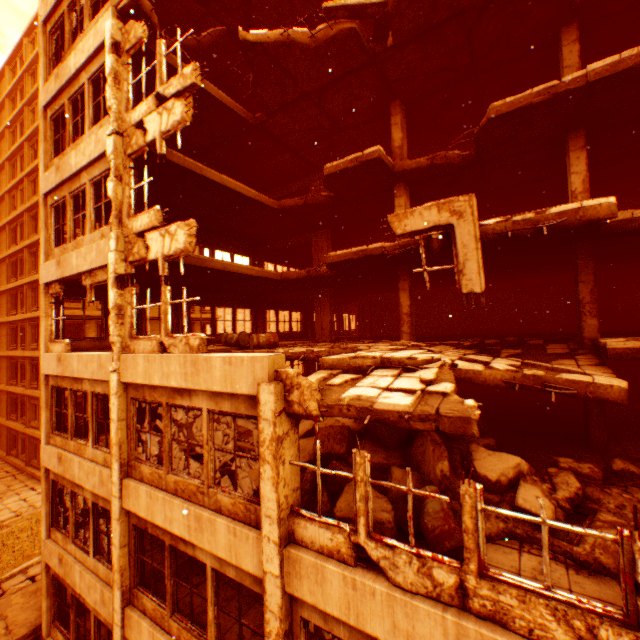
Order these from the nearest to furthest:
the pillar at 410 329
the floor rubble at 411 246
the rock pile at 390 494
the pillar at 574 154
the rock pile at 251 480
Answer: the rock pile at 390 494
the rock pile at 251 480
the floor rubble at 411 246
the pillar at 574 154
the pillar at 410 329

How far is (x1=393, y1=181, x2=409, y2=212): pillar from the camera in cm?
1141

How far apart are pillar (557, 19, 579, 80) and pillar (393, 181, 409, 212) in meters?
4.6

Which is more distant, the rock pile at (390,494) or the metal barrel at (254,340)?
the metal barrel at (254,340)

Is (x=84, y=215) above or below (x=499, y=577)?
above

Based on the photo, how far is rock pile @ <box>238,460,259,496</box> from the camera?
6.6 meters

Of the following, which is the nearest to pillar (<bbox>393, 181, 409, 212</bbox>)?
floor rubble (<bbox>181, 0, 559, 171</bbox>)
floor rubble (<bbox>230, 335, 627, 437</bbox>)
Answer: floor rubble (<bbox>181, 0, 559, 171</bbox>)

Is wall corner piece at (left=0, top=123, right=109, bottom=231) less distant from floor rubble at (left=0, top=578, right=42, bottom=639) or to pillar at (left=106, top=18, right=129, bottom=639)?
pillar at (left=106, top=18, right=129, bottom=639)
